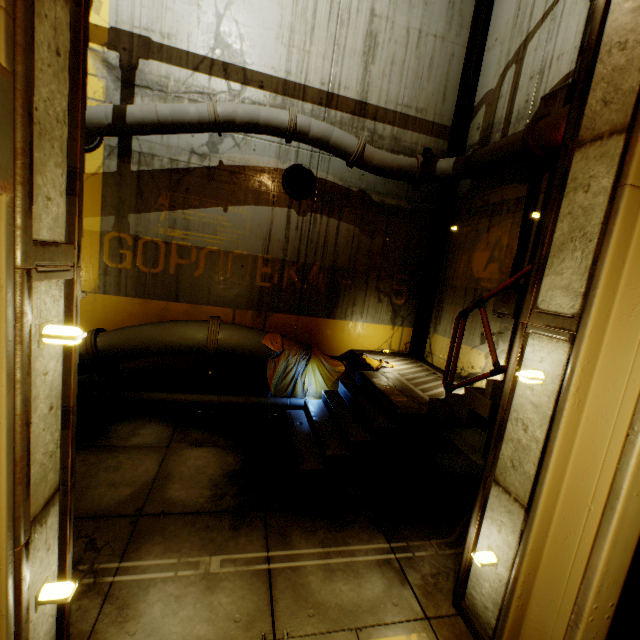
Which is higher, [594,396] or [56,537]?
[594,396]

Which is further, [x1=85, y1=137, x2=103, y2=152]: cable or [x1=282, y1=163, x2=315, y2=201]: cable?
[x1=282, y1=163, x2=315, y2=201]: cable

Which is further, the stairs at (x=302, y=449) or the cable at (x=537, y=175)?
the cable at (x=537, y=175)

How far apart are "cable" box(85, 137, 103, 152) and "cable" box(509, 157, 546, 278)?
8.6m

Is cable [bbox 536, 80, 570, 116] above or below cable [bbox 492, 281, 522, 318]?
above

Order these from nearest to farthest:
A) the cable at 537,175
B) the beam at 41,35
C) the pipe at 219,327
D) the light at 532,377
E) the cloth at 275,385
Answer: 1. the beam at 41,35
2. the light at 532,377
3. the cable at 537,175
4. the pipe at 219,327
5. the cloth at 275,385

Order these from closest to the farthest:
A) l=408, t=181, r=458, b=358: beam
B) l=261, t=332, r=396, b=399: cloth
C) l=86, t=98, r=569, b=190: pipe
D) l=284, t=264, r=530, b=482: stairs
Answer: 1. l=284, t=264, r=530, b=482: stairs
2. l=86, t=98, r=569, b=190: pipe
3. l=261, t=332, r=396, b=399: cloth
4. l=408, t=181, r=458, b=358: beam

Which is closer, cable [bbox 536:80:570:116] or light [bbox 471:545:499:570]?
light [bbox 471:545:499:570]
